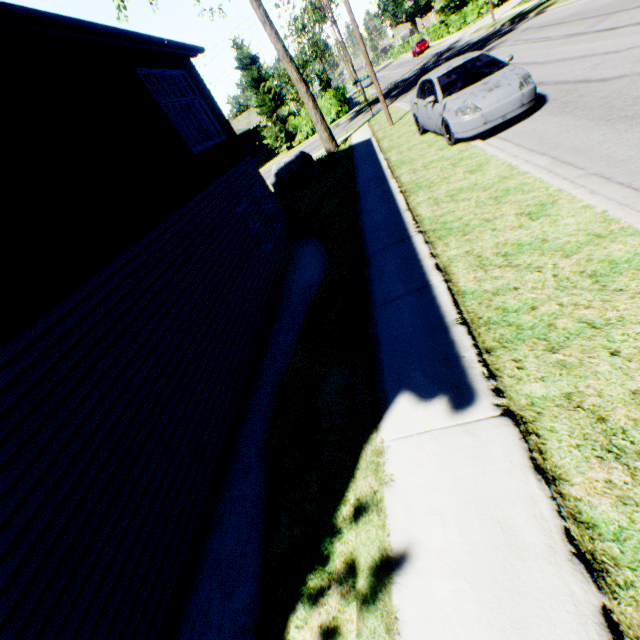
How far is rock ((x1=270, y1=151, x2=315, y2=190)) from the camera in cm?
1841

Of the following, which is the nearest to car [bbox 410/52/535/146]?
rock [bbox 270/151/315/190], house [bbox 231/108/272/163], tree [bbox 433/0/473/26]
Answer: rock [bbox 270/151/315/190]

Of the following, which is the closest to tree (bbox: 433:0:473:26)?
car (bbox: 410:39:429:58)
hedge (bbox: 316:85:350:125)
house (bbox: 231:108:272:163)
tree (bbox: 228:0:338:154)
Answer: car (bbox: 410:39:429:58)

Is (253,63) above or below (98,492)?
above

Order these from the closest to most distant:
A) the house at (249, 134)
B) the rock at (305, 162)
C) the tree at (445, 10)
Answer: the rock at (305, 162) < the tree at (445, 10) < the house at (249, 134)

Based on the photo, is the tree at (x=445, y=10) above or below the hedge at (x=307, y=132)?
above

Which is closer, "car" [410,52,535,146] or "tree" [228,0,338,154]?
"car" [410,52,535,146]

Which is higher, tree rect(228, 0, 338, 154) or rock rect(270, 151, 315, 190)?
tree rect(228, 0, 338, 154)
